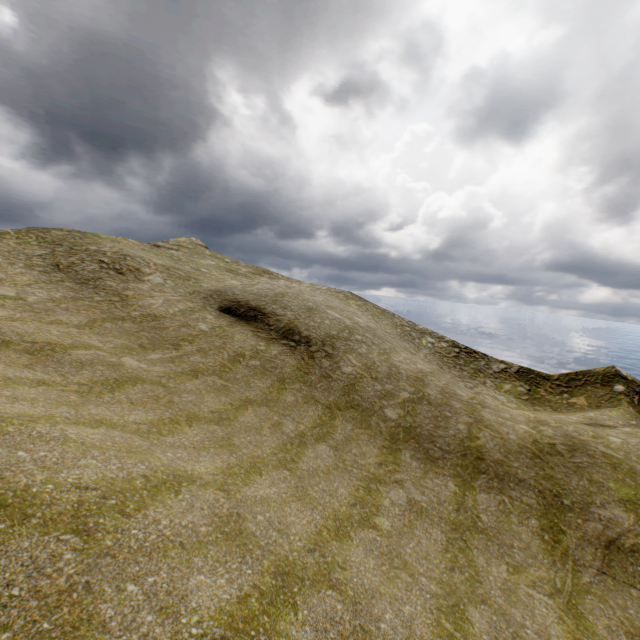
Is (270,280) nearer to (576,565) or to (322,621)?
(576,565)
